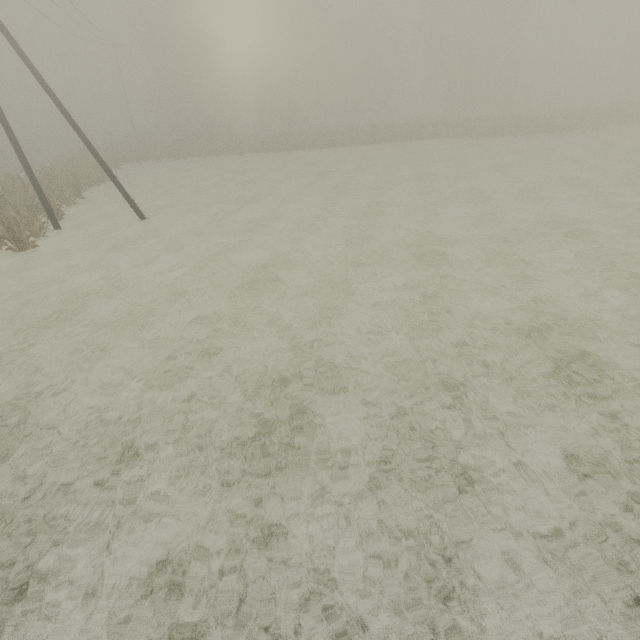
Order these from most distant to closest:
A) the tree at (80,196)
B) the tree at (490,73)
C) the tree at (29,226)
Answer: the tree at (490,73) → the tree at (80,196) → the tree at (29,226)

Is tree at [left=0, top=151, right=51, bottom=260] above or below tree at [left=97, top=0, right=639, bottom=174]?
below

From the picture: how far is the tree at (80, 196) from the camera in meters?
18.5 m

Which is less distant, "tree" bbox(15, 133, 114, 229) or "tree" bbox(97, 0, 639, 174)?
"tree" bbox(15, 133, 114, 229)

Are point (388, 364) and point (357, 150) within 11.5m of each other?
no

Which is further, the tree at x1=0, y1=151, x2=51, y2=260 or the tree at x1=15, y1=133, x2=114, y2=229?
the tree at x1=15, y1=133, x2=114, y2=229

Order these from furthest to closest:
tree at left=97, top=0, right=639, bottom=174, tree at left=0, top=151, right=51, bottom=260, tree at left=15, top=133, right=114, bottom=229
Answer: tree at left=97, top=0, right=639, bottom=174, tree at left=15, top=133, right=114, bottom=229, tree at left=0, top=151, right=51, bottom=260

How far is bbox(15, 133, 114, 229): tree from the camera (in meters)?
18.48
